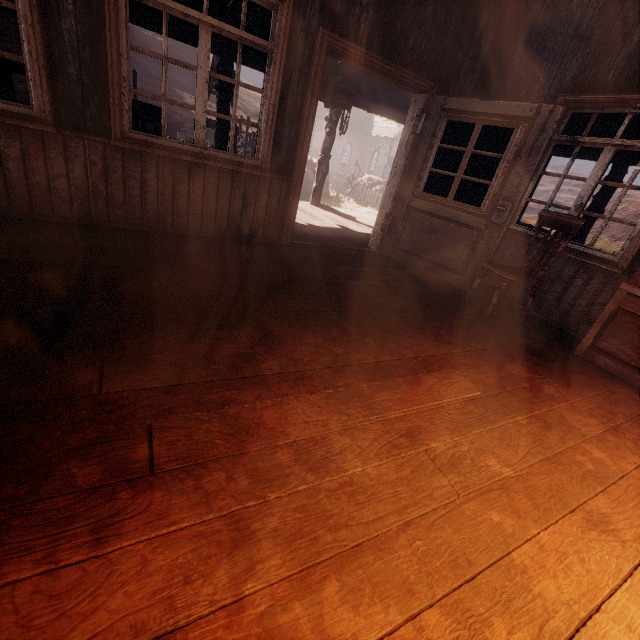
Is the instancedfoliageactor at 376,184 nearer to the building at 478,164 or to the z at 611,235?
the z at 611,235

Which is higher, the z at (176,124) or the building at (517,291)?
the z at (176,124)

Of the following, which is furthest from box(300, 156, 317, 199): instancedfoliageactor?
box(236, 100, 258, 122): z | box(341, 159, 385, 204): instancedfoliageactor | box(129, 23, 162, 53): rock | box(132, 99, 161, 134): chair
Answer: box(129, 23, 162, 53): rock

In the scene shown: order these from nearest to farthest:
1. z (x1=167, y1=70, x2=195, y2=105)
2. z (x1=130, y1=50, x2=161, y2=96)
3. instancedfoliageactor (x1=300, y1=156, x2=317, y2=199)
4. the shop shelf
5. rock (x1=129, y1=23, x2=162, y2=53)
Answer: the shop shelf < instancedfoliageactor (x1=300, y1=156, x2=317, y2=199) < z (x1=130, y1=50, x2=161, y2=96) < z (x1=167, y1=70, x2=195, y2=105) < rock (x1=129, y1=23, x2=162, y2=53)

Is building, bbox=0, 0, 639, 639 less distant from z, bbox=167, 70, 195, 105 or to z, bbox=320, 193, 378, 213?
z, bbox=320, 193, 378, 213

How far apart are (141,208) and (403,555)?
3.8m

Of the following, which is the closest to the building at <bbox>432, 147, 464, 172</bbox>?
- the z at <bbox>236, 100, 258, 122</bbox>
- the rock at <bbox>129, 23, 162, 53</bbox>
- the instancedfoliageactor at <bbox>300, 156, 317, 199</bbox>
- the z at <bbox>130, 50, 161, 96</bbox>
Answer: the z at <bbox>236, 100, 258, 122</bbox>
